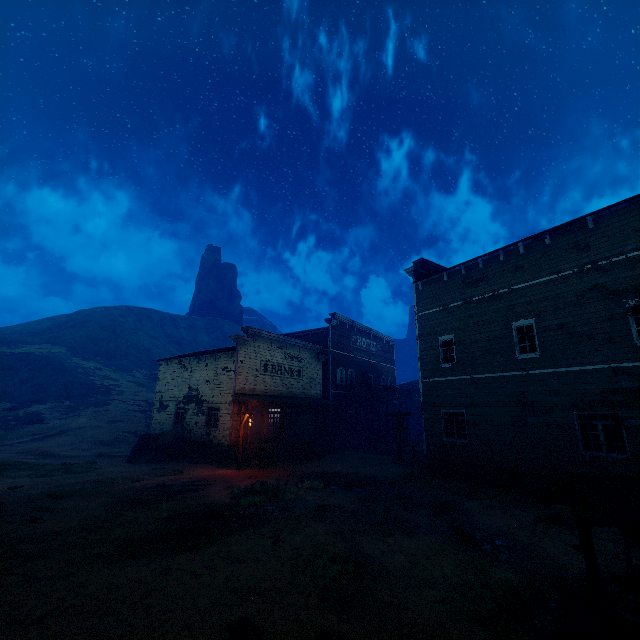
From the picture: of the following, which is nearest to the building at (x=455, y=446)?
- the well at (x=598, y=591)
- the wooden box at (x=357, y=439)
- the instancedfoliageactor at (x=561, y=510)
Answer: the wooden box at (x=357, y=439)

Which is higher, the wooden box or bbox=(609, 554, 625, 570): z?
the wooden box

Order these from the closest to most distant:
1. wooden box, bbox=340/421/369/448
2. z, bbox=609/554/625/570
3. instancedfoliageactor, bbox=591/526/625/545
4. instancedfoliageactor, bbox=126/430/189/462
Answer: z, bbox=609/554/625/570 < instancedfoliageactor, bbox=591/526/625/545 < instancedfoliageactor, bbox=126/430/189/462 < wooden box, bbox=340/421/369/448

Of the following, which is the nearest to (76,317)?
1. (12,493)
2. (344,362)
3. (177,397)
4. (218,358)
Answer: (177,397)

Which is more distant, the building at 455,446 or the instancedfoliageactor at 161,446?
the instancedfoliageactor at 161,446

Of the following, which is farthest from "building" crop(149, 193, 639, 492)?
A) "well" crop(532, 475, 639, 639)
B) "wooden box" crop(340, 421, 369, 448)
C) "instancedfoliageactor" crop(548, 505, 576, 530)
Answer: "well" crop(532, 475, 639, 639)

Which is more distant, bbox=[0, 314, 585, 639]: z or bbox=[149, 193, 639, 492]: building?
bbox=[149, 193, 639, 492]: building

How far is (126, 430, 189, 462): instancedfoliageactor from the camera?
20.0m
